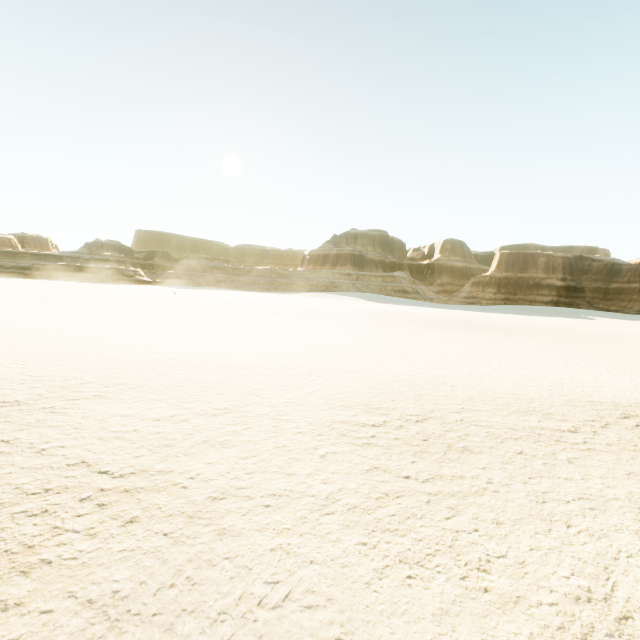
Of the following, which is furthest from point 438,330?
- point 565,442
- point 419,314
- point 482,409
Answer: point 419,314
